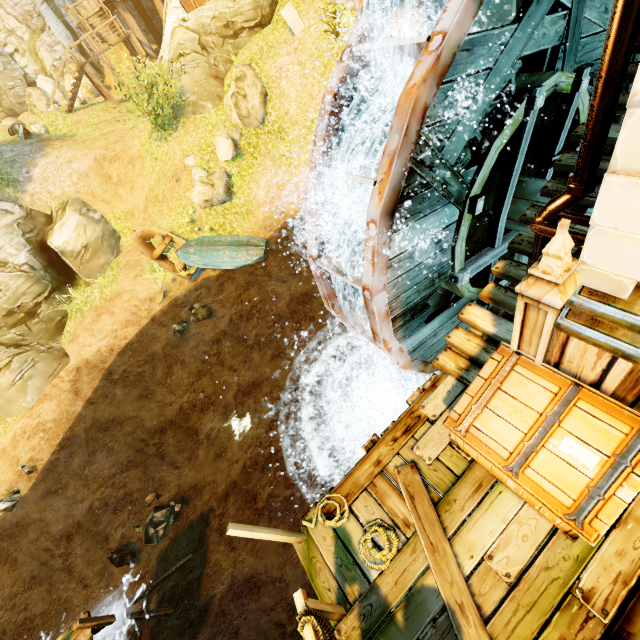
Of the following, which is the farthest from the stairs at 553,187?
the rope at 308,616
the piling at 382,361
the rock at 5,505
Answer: the rock at 5,505

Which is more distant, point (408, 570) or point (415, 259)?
point (415, 259)

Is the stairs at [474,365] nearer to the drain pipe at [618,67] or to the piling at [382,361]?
the drain pipe at [618,67]

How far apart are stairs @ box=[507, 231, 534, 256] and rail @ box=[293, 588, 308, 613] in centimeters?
475cm

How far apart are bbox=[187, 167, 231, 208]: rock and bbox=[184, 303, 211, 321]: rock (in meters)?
4.21

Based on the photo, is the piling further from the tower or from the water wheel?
the tower

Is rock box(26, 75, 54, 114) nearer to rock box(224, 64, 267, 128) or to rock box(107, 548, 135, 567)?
rock box(224, 64, 267, 128)

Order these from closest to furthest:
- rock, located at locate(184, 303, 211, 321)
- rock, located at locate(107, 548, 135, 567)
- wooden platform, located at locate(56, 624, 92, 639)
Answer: wooden platform, located at locate(56, 624, 92, 639), rock, located at locate(107, 548, 135, 567), rock, located at locate(184, 303, 211, 321)
